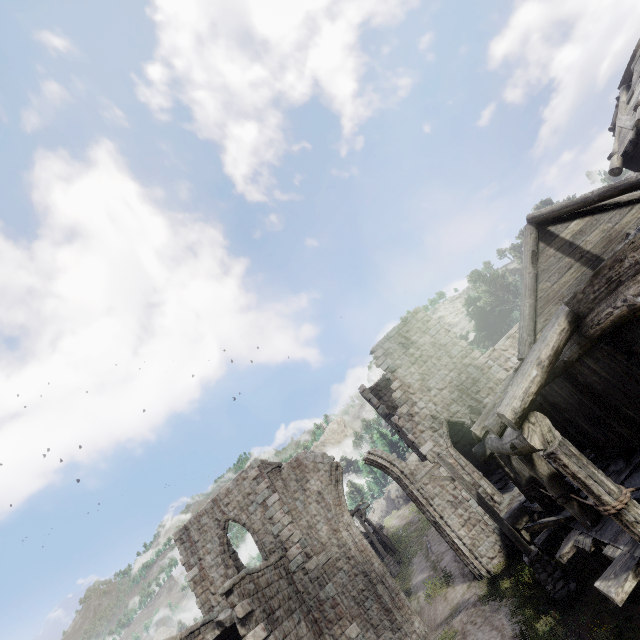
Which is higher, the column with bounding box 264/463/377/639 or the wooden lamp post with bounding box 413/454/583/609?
the column with bounding box 264/463/377/639

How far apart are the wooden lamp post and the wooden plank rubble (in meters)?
5.36

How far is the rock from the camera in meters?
55.5 m

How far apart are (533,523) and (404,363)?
11.0m

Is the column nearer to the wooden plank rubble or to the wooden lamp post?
the wooden lamp post

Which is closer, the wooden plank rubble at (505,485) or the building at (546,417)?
the building at (546,417)

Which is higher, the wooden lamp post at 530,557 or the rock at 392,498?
the rock at 392,498

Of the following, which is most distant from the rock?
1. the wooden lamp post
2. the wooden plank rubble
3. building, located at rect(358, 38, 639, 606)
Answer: the wooden lamp post
